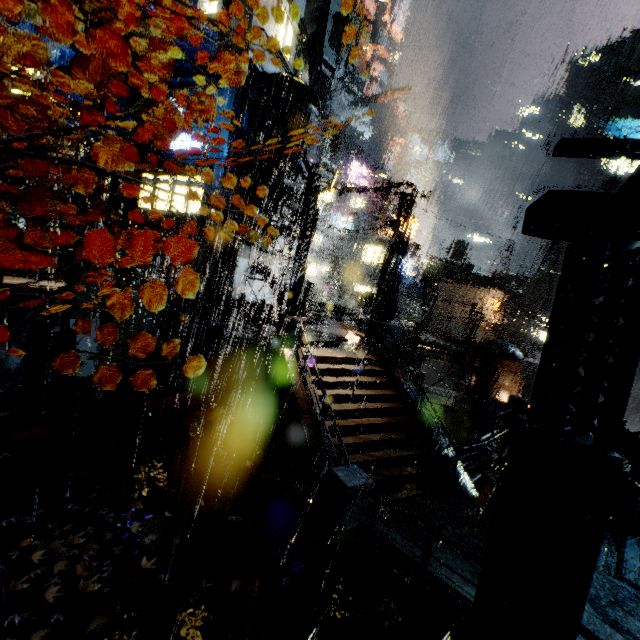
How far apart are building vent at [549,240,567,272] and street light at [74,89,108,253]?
68.6m

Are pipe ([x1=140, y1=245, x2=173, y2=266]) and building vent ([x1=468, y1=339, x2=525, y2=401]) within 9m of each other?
no

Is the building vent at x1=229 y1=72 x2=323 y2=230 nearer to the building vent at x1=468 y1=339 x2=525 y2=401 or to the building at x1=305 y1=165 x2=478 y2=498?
the building at x1=305 y1=165 x2=478 y2=498

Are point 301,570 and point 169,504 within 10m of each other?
yes

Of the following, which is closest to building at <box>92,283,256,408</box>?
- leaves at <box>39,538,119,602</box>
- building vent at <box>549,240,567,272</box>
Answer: building vent at <box>549,240,567,272</box>

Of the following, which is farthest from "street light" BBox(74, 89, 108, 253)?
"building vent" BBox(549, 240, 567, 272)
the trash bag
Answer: "building vent" BBox(549, 240, 567, 272)

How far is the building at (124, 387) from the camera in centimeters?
1327cm

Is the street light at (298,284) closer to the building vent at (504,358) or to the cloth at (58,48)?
the cloth at (58,48)
